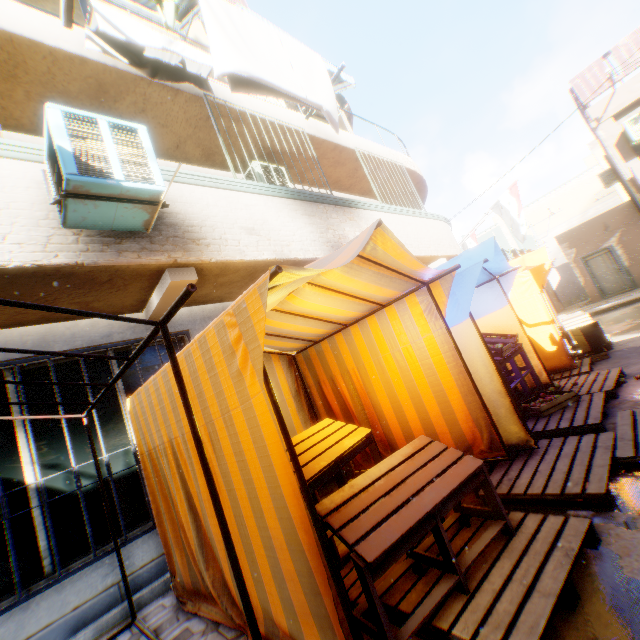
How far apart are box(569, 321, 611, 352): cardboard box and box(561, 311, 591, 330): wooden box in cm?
2

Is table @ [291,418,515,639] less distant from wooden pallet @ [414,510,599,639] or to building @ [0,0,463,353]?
wooden pallet @ [414,510,599,639]

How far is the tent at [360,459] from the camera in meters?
4.7 m

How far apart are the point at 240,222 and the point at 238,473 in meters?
3.5

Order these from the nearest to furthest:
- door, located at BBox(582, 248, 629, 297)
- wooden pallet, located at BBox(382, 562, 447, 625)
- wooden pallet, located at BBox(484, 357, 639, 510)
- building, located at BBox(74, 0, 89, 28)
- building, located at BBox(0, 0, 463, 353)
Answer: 1. wooden pallet, located at BBox(382, 562, 447, 625)
2. wooden pallet, located at BBox(484, 357, 639, 510)
3. building, located at BBox(0, 0, 463, 353)
4. building, located at BBox(74, 0, 89, 28)
5. door, located at BBox(582, 248, 629, 297)

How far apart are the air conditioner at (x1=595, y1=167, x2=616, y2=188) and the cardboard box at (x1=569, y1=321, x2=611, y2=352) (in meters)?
5.88

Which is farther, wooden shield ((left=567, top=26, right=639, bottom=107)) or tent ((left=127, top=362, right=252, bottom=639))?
wooden shield ((left=567, top=26, right=639, bottom=107))

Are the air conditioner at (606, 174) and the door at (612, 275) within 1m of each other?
no
